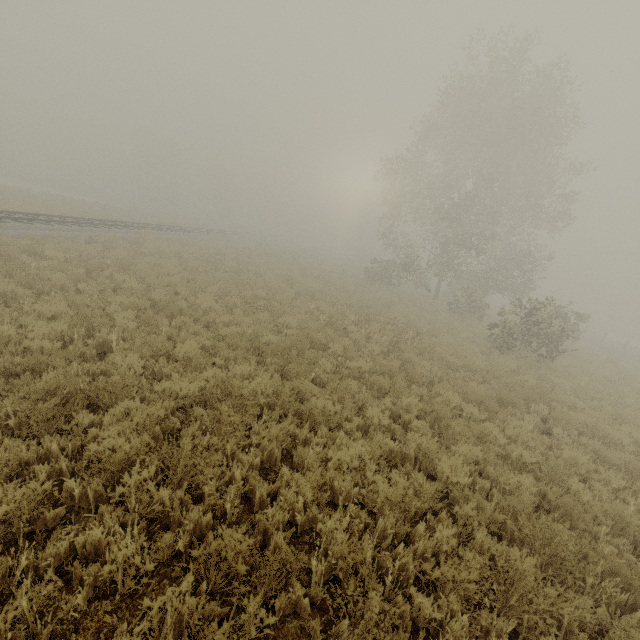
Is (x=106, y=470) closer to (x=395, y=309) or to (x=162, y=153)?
(x=395, y=309)
